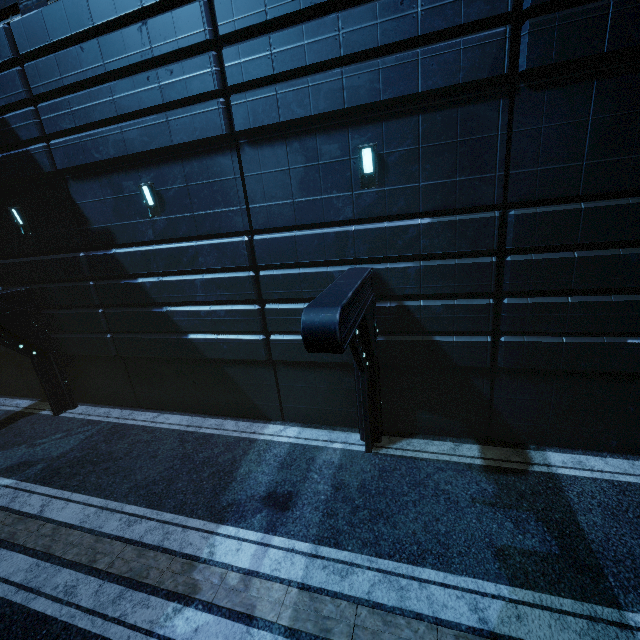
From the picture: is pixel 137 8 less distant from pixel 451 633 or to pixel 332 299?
pixel 332 299
